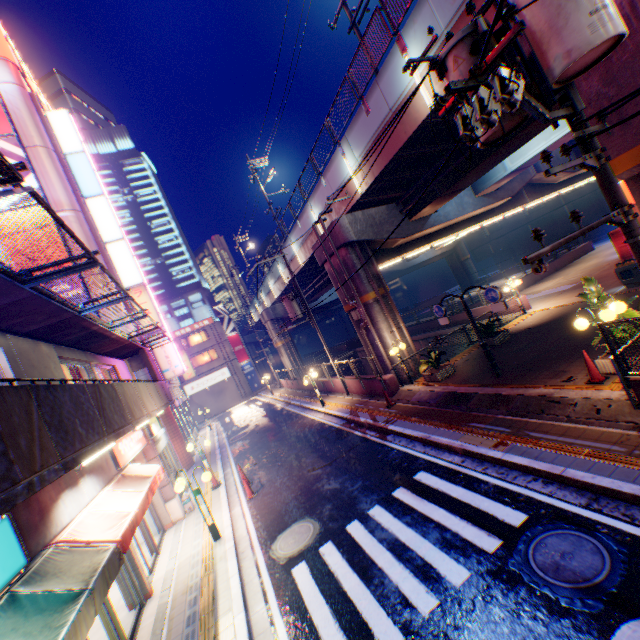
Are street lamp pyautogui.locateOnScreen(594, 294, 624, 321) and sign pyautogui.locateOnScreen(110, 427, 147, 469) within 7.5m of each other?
no

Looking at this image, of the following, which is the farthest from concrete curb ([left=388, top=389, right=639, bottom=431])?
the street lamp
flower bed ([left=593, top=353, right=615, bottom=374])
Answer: flower bed ([left=593, top=353, right=615, bottom=374])

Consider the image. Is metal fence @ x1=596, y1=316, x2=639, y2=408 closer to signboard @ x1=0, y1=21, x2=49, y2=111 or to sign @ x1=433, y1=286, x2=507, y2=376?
sign @ x1=433, y1=286, x2=507, y2=376

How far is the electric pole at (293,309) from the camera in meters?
19.2

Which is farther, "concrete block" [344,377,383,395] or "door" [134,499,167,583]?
"concrete block" [344,377,383,395]

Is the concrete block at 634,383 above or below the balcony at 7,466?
below

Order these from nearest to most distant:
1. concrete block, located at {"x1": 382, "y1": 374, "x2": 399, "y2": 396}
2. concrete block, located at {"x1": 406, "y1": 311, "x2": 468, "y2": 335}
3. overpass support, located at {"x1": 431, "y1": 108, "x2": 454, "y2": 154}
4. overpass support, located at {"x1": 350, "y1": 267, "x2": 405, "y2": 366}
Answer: overpass support, located at {"x1": 431, "y1": 108, "x2": 454, "y2": 154} → concrete block, located at {"x1": 382, "y1": 374, "x2": 399, "y2": 396} → overpass support, located at {"x1": 350, "y1": 267, "x2": 405, "y2": 366} → concrete block, located at {"x1": 406, "y1": 311, "x2": 468, "y2": 335}

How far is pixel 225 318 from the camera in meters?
48.2 m
